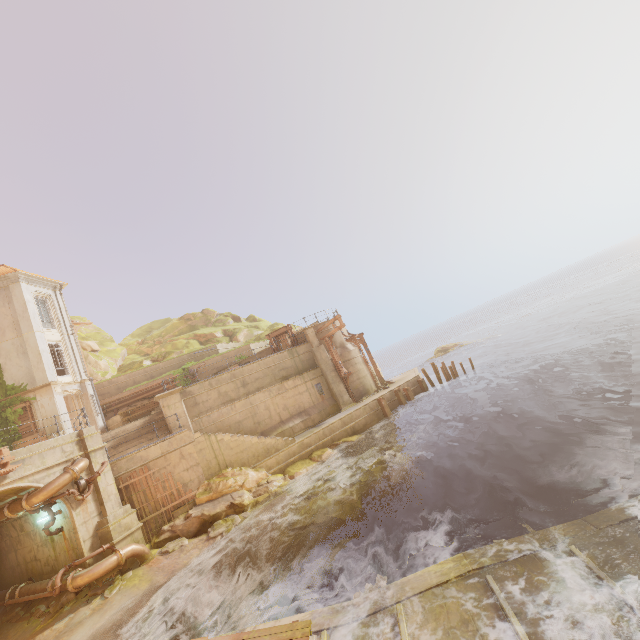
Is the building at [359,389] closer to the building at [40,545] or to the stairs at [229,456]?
the stairs at [229,456]

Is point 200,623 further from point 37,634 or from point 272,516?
point 37,634

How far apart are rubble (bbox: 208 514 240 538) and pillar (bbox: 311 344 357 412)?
9.9m

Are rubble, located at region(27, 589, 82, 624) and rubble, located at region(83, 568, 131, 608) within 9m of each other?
yes

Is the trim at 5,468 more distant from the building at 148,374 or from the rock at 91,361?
the rock at 91,361

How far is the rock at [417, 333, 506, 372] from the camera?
46.0 meters

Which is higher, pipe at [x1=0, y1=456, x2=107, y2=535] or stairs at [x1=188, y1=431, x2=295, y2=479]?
pipe at [x1=0, y1=456, x2=107, y2=535]

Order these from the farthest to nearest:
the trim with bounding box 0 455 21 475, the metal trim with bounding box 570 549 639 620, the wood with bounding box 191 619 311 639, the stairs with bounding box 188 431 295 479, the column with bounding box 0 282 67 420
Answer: the column with bounding box 0 282 67 420 → the stairs with bounding box 188 431 295 479 → the trim with bounding box 0 455 21 475 → the wood with bounding box 191 619 311 639 → the metal trim with bounding box 570 549 639 620
